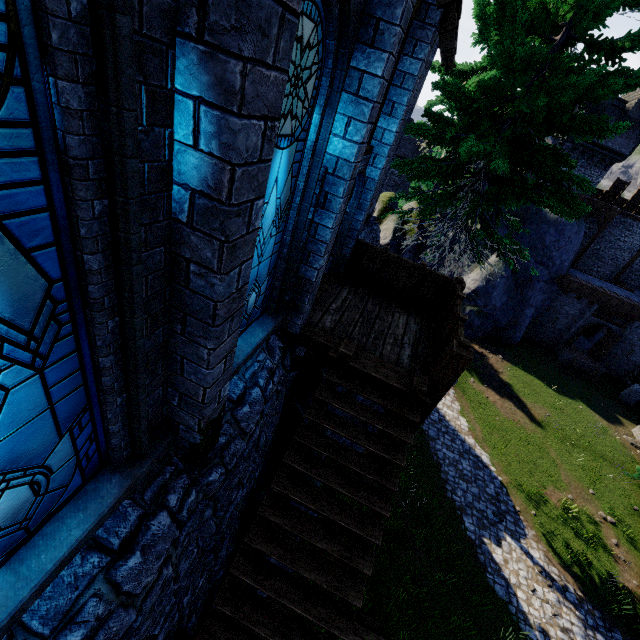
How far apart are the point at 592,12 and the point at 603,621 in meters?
18.4

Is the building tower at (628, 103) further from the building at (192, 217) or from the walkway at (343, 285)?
the walkway at (343, 285)

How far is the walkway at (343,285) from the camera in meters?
5.7

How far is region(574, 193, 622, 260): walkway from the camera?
24.23m

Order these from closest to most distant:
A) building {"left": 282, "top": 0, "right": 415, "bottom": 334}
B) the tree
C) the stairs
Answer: building {"left": 282, "top": 0, "right": 415, "bottom": 334}
the stairs
the tree

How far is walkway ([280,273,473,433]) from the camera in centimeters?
575cm

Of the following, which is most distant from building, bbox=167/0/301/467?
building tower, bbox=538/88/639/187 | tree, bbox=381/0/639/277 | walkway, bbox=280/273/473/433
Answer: building tower, bbox=538/88/639/187

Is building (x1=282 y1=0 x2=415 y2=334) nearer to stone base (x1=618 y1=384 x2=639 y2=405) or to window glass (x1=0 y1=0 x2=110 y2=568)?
A: window glass (x1=0 y1=0 x2=110 y2=568)
